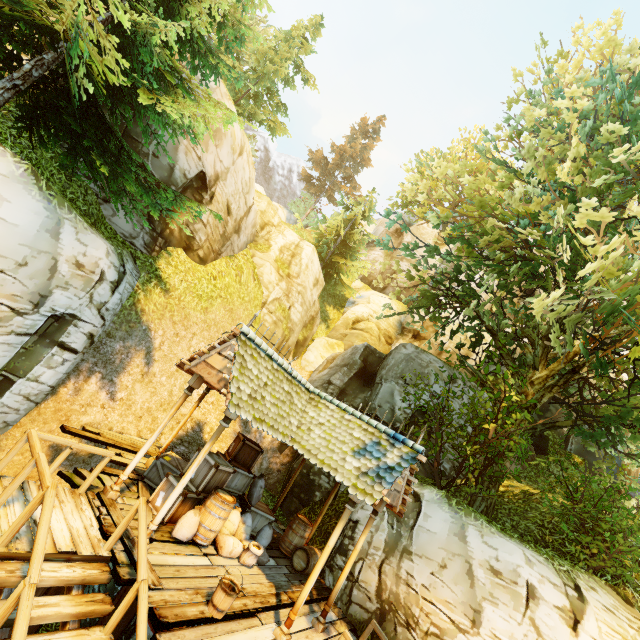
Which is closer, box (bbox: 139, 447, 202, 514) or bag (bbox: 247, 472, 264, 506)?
box (bbox: 139, 447, 202, 514)

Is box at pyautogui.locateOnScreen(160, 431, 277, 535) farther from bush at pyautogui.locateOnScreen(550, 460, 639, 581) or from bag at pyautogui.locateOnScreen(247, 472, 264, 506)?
bush at pyautogui.locateOnScreen(550, 460, 639, 581)

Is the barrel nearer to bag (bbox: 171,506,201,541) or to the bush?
bag (bbox: 171,506,201,541)

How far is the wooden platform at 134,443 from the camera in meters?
8.9

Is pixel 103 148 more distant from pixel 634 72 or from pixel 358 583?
pixel 358 583

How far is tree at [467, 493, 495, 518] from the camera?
10.7 meters

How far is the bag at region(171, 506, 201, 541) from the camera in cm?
687

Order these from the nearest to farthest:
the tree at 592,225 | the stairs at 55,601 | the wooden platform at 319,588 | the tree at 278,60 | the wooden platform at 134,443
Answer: the stairs at 55,601 → the tree at 278,60 → the wooden platform at 319,588 → the tree at 592,225 → the wooden platform at 134,443
